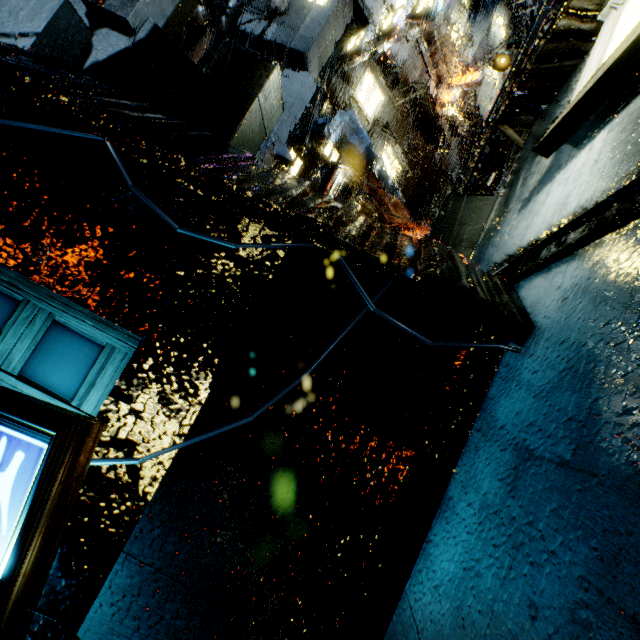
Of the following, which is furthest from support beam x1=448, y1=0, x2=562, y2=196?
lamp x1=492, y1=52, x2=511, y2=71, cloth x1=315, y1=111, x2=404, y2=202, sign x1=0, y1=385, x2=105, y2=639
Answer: sign x1=0, y1=385, x2=105, y2=639

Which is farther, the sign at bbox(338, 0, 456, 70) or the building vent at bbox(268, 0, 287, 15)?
the building vent at bbox(268, 0, 287, 15)

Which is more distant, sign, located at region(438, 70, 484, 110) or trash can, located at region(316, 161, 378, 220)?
sign, located at region(438, 70, 484, 110)

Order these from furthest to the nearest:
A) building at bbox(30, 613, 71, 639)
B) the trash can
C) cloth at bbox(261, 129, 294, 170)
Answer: cloth at bbox(261, 129, 294, 170) < the trash can < building at bbox(30, 613, 71, 639)

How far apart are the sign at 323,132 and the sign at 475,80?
10.9m

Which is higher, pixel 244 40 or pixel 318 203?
pixel 244 40

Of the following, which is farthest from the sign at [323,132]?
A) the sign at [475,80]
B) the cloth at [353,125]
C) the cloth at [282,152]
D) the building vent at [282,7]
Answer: the sign at [475,80]

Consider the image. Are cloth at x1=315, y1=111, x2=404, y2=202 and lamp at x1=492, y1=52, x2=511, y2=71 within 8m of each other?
yes
